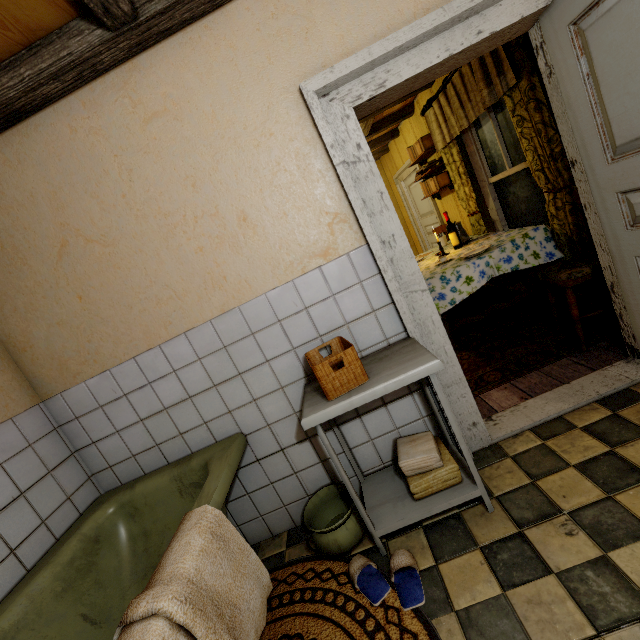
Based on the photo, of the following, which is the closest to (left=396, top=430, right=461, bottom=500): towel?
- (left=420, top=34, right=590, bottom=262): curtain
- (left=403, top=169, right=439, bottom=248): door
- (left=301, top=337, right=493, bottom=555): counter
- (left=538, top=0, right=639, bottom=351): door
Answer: (left=301, top=337, right=493, bottom=555): counter

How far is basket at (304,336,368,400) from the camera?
1.49m

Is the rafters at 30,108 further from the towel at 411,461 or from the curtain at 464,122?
the towel at 411,461

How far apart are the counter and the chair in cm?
140

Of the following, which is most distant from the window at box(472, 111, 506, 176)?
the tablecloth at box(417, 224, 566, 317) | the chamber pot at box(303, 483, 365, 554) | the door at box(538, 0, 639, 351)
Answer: the chamber pot at box(303, 483, 365, 554)

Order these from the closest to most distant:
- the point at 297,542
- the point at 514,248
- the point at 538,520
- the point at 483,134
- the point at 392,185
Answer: the point at 538,520 < the point at 297,542 < the point at 514,248 < the point at 483,134 < the point at 392,185

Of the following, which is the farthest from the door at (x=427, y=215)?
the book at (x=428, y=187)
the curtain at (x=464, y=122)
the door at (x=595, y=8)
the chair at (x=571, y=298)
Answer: the door at (x=595, y=8)

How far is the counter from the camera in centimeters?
146cm
